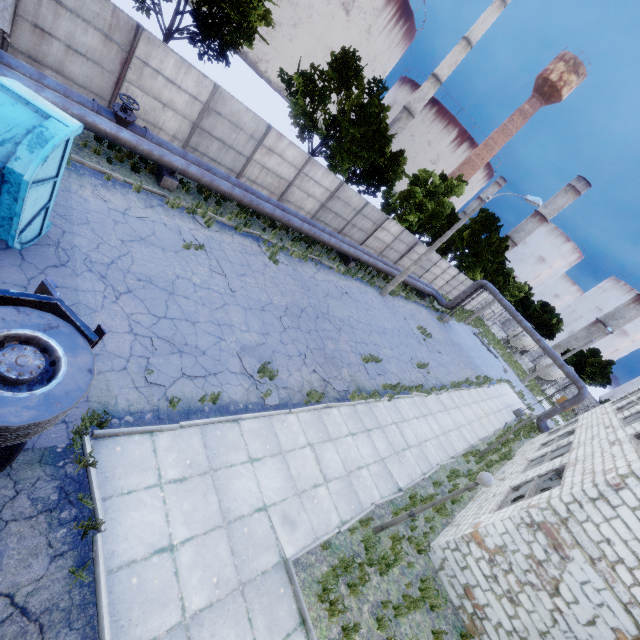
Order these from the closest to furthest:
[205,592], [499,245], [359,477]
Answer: [205,592] → [359,477] → [499,245]

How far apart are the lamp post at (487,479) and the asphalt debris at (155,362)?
5.6 meters

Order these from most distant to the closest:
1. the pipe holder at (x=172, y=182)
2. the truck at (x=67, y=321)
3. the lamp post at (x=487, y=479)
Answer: the pipe holder at (x=172, y=182)
the lamp post at (x=487, y=479)
the truck at (x=67, y=321)

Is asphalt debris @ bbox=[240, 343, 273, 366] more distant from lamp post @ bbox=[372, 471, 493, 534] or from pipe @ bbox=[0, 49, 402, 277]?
pipe @ bbox=[0, 49, 402, 277]

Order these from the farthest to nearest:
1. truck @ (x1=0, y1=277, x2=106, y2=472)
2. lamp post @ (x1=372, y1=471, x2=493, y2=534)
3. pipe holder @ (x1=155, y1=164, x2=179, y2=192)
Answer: pipe holder @ (x1=155, y1=164, x2=179, y2=192) < lamp post @ (x1=372, y1=471, x2=493, y2=534) < truck @ (x1=0, y1=277, x2=106, y2=472)

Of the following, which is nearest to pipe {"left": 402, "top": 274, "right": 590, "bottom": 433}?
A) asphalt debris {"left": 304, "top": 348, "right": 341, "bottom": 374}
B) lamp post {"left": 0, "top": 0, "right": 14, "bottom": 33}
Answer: lamp post {"left": 0, "top": 0, "right": 14, "bottom": 33}

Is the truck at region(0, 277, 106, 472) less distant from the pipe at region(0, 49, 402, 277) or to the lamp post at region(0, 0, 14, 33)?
the lamp post at region(0, 0, 14, 33)

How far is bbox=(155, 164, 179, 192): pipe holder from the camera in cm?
1210
